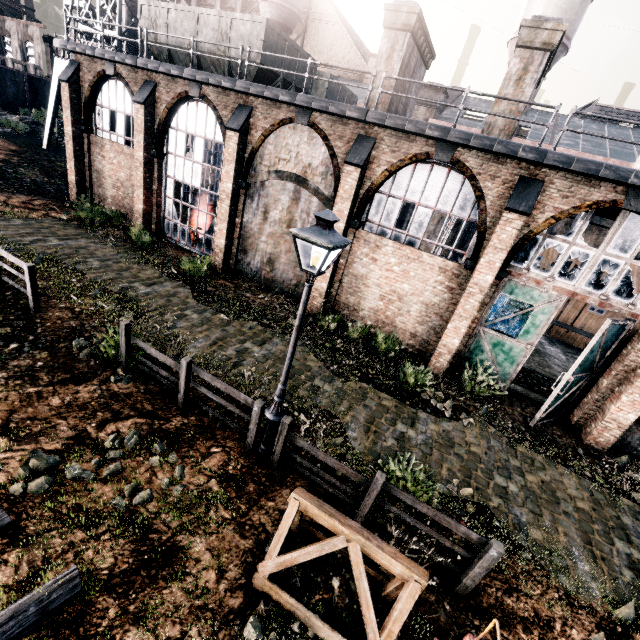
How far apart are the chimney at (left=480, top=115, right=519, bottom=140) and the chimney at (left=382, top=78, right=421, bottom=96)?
3.8 meters

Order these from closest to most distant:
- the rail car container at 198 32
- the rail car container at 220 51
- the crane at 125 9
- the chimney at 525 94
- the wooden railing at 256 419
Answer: the wooden railing at 256 419 < the chimney at 525 94 < the rail car container at 198 32 < the rail car container at 220 51 < the crane at 125 9

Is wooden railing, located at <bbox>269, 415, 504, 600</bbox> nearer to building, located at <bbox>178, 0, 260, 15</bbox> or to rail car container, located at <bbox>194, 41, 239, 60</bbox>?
rail car container, located at <bbox>194, 41, 239, 60</bbox>

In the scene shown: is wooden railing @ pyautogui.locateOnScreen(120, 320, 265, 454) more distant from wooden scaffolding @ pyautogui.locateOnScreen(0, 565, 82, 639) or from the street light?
wooden scaffolding @ pyautogui.locateOnScreen(0, 565, 82, 639)

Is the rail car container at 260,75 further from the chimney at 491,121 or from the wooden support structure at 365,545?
the wooden support structure at 365,545

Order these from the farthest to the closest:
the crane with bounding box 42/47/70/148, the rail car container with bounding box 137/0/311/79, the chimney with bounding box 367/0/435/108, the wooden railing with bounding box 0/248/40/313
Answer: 1. the crane with bounding box 42/47/70/148
2. the rail car container with bounding box 137/0/311/79
3. the chimney with bounding box 367/0/435/108
4. the wooden railing with bounding box 0/248/40/313

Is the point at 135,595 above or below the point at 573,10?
below

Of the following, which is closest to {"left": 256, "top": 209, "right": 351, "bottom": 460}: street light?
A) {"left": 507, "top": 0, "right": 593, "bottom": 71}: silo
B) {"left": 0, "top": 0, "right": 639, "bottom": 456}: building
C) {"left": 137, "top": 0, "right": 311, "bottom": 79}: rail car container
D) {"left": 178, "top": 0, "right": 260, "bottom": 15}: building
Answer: {"left": 0, "top": 0, "right": 639, "bottom": 456}: building
